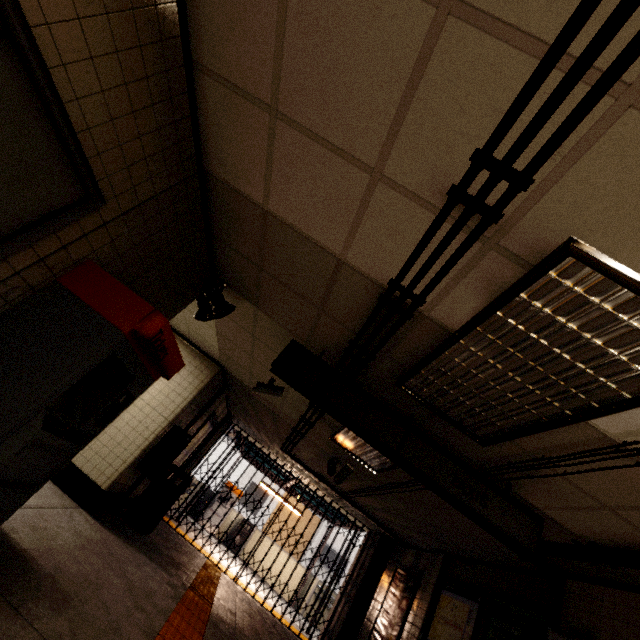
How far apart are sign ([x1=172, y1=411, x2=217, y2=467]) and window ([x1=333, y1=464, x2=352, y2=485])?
3.3 meters

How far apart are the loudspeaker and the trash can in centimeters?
412cm

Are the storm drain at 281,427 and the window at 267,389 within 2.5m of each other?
yes

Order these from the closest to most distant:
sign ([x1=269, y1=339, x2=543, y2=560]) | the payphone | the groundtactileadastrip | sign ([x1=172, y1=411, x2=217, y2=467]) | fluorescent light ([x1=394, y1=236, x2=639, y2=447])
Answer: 1. fluorescent light ([x1=394, y1=236, x2=639, y2=447])
2. sign ([x1=269, y1=339, x2=543, y2=560])
3. the groundtactileadastrip
4. the payphone
5. sign ([x1=172, y1=411, x2=217, y2=467])

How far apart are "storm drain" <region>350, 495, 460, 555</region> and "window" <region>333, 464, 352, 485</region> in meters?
0.2 m

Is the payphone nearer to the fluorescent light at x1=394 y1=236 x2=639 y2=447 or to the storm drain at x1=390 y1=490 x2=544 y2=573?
the storm drain at x1=390 y1=490 x2=544 y2=573

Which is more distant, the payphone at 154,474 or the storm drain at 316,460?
the storm drain at 316,460

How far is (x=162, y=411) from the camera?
5.73m
